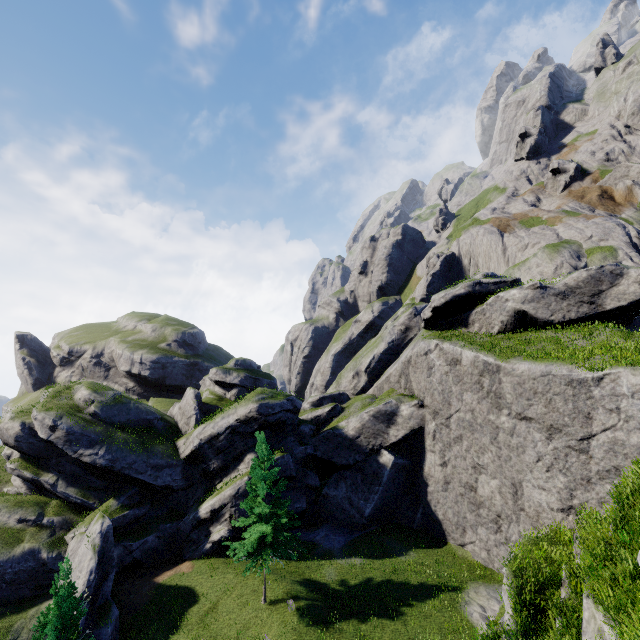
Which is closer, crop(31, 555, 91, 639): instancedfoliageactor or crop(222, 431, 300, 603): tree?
crop(31, 555, 91, 639): instancedfoliageactor

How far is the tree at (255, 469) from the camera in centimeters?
2019cm

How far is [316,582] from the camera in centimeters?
2328cm

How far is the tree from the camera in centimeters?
2019cm

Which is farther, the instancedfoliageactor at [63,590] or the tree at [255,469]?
the tree at [255,469]
